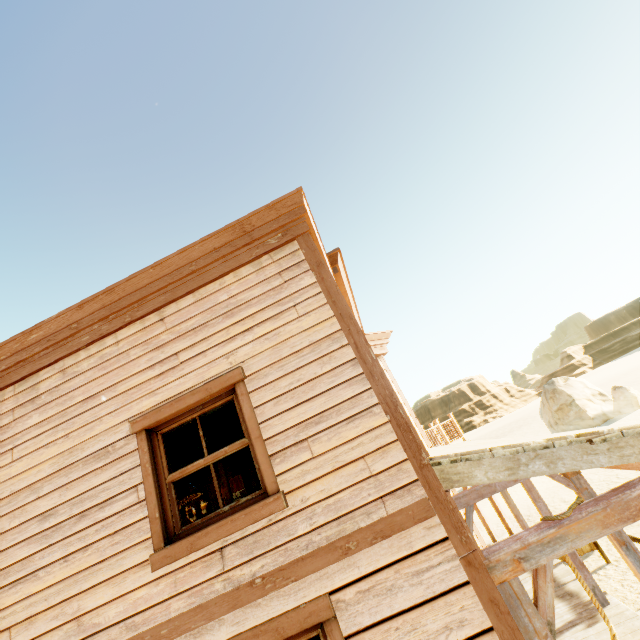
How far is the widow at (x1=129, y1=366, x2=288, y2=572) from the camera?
2.7m

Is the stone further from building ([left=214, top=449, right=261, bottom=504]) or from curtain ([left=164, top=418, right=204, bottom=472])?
curtain ([left=164, top=418, right=204, bottom=472])

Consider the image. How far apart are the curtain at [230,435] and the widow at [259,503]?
0.0m

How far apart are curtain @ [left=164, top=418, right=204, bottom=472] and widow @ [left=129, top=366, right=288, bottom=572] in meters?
0.0

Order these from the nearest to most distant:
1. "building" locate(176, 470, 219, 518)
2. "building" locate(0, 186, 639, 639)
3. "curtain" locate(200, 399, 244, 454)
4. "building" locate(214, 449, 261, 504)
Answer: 1. "building" locate(0, 186, 639, 639)
2. "curtain" locate(200, 399, 244, 454)
3. "building" locate(214, 449, 261, 504)
4. "building" locate(176, 470, 219, 518)

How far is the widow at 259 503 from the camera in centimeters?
272cm

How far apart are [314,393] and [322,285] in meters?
1.1
